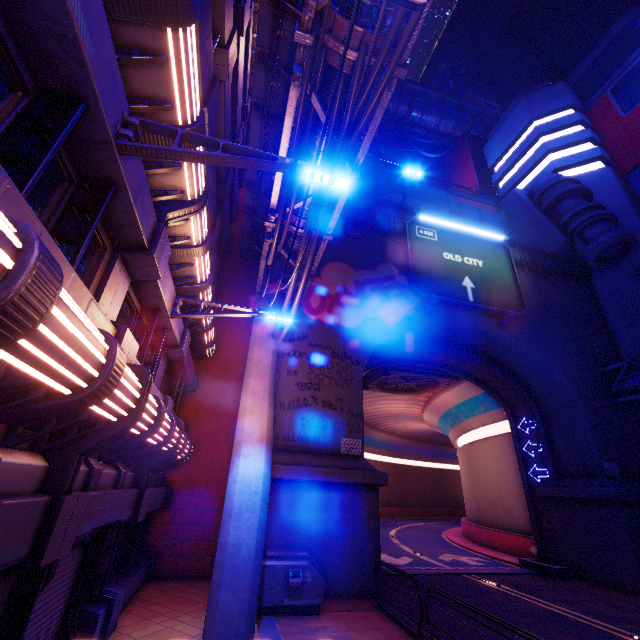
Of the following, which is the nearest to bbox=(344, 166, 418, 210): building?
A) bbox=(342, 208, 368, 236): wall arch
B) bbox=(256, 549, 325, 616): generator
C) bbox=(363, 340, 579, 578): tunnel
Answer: Answer: bbox=(342, 208, 368, 236): wall arch

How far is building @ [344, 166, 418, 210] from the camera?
16.0 meters

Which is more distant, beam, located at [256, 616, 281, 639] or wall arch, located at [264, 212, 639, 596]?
wall arch, located at [264, 212, 639, 596]

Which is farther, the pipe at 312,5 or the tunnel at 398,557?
the tunnel at 398,557

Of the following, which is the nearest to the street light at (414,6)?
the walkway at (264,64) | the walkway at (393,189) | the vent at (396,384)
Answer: the walkway at (264,64)

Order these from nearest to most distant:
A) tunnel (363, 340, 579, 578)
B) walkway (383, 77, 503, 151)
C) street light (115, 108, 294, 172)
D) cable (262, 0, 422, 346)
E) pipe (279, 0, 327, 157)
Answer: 1. cable (262, 0, 422, 346)
2. street light (115, 108, 294, 172)
3. pipe (279, 0, 327, 157)
4. tunnel (363, 340, 579, 578)
5. walkway (383, 77, 503, 151)

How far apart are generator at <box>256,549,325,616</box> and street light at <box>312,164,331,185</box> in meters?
10.3

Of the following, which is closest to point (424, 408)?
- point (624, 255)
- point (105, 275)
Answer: point (624, 255)
